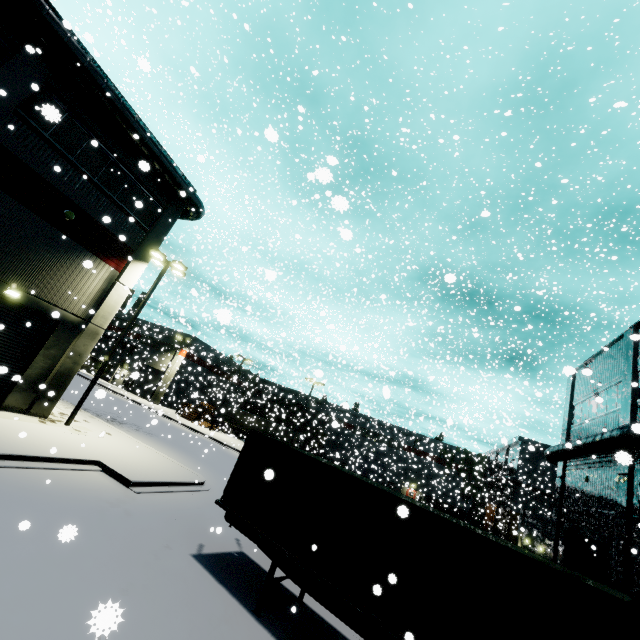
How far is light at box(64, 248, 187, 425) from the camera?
16.1 meters

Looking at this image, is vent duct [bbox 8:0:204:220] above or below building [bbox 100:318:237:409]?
above

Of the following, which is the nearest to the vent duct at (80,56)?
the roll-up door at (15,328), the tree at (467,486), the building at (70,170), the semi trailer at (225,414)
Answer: the building at (70,170)

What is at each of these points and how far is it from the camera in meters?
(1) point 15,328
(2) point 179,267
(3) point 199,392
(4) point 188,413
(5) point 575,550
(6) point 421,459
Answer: (1) roll-up door, 14.1
(2) light, 18.6
(3) building, 52.8
(4) pallet, 42.7
(5) roll-up door, 18.1
(6) building, 52.9

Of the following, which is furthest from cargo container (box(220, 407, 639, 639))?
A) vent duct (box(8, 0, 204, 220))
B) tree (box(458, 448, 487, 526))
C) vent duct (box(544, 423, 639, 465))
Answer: tree (box(458, 448, 487, 526))

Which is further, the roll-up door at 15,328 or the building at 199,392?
the building at 199,392

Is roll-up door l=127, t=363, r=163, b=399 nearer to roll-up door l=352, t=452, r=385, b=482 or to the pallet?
the pallet

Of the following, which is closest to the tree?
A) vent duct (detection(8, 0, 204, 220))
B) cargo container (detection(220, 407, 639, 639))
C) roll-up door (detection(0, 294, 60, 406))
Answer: roll-up door (detection(0, 294, 60, 406))
